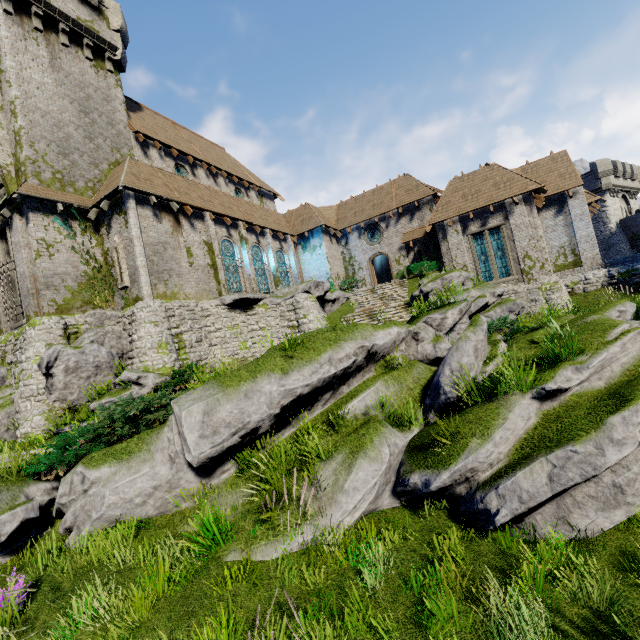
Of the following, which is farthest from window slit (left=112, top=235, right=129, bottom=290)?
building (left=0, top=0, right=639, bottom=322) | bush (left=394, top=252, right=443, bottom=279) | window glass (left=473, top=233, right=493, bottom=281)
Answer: window glass (left=473, top=233, right=493, bottom=281)

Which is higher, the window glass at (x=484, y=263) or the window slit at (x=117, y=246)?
the window slit at (x=117, y=246)

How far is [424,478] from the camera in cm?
588

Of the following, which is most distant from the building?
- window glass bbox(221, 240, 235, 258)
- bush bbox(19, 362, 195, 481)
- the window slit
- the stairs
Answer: bush bbox(19, 362, 195, 481)

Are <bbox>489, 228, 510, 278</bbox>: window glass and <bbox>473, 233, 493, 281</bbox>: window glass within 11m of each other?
yes

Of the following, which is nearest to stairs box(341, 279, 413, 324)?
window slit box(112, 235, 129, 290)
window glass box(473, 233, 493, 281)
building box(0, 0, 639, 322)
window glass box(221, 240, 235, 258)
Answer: building box(0, 0, 639, 322)

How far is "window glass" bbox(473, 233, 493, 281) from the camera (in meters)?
21.80

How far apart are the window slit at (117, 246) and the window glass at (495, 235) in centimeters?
2208cm
